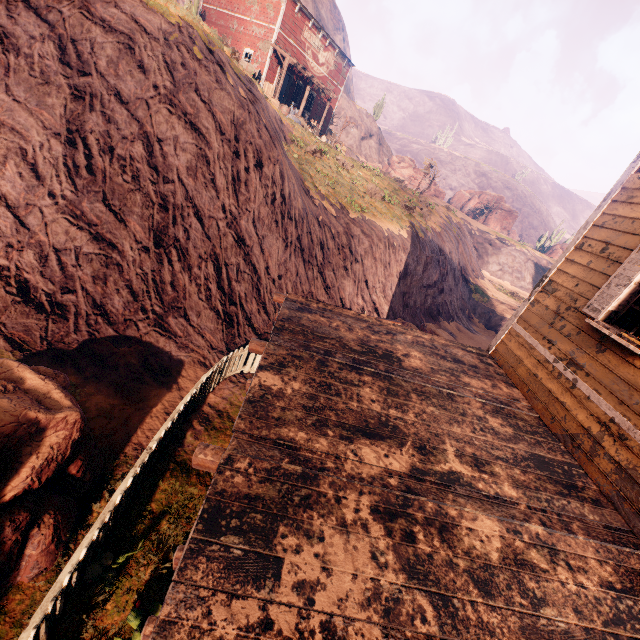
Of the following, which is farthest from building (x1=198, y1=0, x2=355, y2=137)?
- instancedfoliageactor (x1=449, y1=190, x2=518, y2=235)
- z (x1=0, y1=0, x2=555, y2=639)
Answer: instancedfoliageactor (x1=449, y1=190, x2=518, y2=235)

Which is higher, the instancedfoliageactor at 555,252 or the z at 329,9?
the z at 329,9

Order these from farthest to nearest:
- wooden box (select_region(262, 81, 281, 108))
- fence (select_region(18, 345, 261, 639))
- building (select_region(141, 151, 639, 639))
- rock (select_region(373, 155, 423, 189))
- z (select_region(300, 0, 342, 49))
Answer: z (select_region(300, 0, 342, 49)), rock (select_region(373, 155, 423, 189)), wooden box (select_region(262, 81, 281, 108)), fence (select_region(18, 345, 261, 639)), building (select_region(141, 151, 639, 639))

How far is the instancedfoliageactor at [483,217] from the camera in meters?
52.8

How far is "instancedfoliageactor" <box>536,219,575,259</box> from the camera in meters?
51.4

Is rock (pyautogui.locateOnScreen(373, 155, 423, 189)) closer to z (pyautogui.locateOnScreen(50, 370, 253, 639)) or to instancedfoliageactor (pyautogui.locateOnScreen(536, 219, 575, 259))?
z (pyautogui.locateOnScreen(50, 370, 253, 639))

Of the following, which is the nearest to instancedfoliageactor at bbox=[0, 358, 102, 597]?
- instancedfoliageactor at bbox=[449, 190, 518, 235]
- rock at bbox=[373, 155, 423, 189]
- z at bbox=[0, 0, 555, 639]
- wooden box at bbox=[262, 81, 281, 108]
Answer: z at bbox=[0, 0, 555, 639]

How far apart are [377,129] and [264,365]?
56.0m
